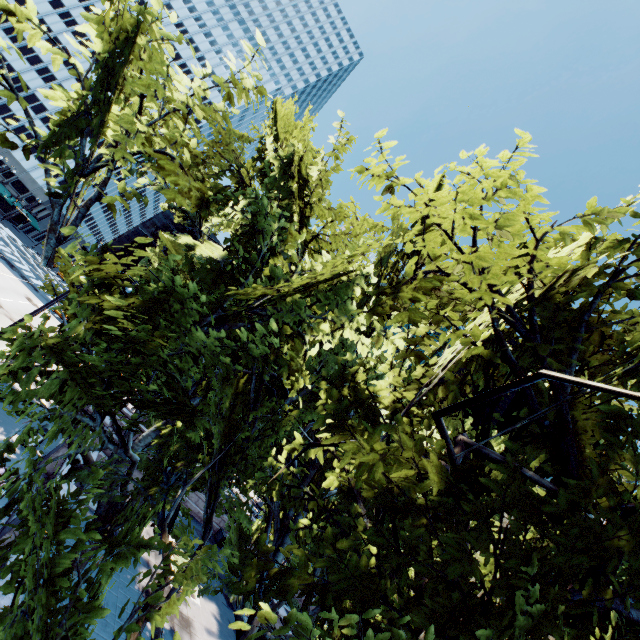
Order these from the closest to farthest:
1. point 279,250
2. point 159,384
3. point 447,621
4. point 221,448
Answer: point 447,621
point 221,448
point 279,250
point 159,384
